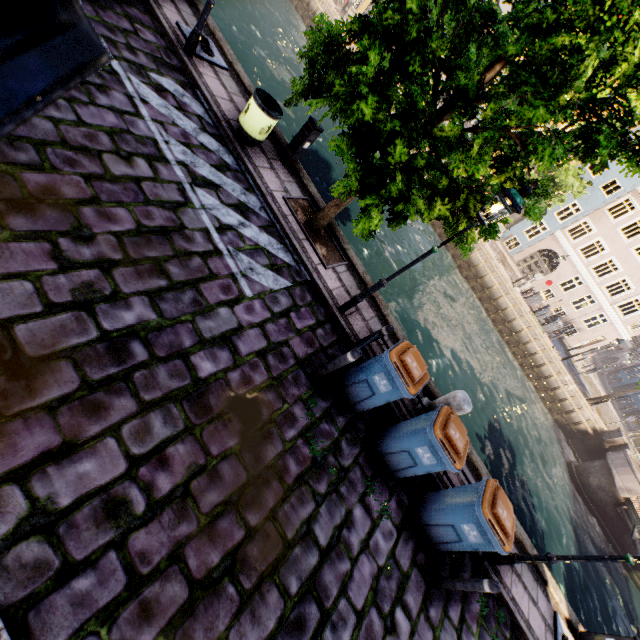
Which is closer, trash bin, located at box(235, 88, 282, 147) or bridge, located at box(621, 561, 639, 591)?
trash bin, located at box(235, 88, 282, 147)

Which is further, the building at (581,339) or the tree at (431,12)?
the building at (581,339)

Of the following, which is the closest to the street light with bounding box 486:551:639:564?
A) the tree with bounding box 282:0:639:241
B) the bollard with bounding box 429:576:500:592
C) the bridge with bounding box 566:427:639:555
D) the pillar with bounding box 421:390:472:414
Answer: the tree with bounding box 282:0:639:241

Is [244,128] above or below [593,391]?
above

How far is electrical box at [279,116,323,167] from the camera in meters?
7.5

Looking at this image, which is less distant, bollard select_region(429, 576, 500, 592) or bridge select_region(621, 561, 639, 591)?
bollard select_region(429, 576, 500, 592)

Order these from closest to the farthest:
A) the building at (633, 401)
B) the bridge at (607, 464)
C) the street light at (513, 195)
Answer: the street light at (513, 195)
the bridge at (607, 464)
the building at (633, 401)

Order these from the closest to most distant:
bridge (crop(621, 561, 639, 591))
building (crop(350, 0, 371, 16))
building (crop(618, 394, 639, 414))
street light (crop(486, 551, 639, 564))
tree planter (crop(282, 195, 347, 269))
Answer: street light (crop(486, 551, 639, 564)) → tree planter (crop(282, 195, 347, 269)) → bridge (crop(621, 561, 639, 591)) → building (crop(350, 0, 371, 16)) → building (crop(618, 394, 639, 414))
